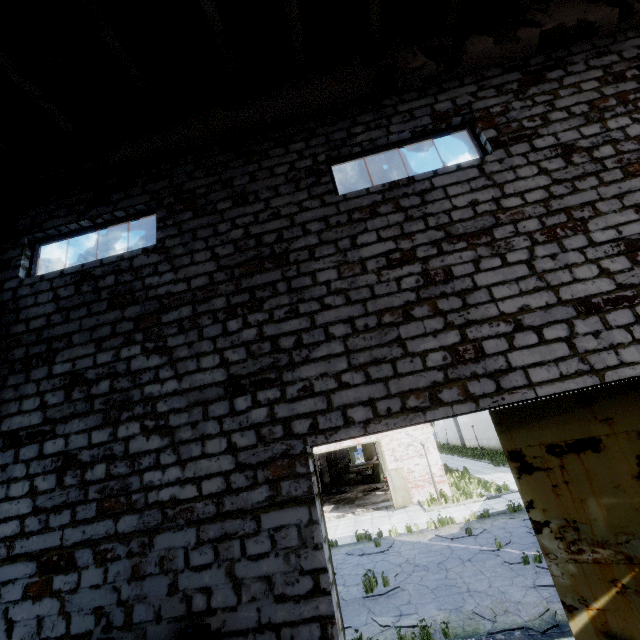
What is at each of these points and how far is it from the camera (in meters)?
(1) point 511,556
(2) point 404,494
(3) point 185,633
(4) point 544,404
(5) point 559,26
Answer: (1) asphalt debris, 9.93
(2) door, 19.39
(3) cable machine frame, 3.79
(4) door, 5.33
(5) column beam, 5.98

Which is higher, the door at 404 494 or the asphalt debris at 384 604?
the door at 404 494

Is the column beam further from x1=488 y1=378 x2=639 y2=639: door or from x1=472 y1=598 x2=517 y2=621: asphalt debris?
x1=472 y1=598 x2=517 y2=621: asphalt debris

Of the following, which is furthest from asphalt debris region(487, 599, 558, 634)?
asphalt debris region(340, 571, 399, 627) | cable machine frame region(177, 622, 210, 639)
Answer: cable machine frame region(177, 622, 210, 639)

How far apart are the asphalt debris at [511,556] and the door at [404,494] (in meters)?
7.33

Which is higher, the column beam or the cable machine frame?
the column beam

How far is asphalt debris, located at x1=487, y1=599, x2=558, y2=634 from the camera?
6.51m

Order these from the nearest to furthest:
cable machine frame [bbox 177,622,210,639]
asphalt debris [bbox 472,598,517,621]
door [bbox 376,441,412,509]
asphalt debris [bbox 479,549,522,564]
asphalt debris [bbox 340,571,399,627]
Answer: cable machine frame [bbox 177,622,210,639] → asphalt debris [bbox 472,598,517,621] → asphalt debris [bbox 340,571,399,627] → asphalt debris [bbox 479,549,522,564] → door [bbox 376,441,412,509]
